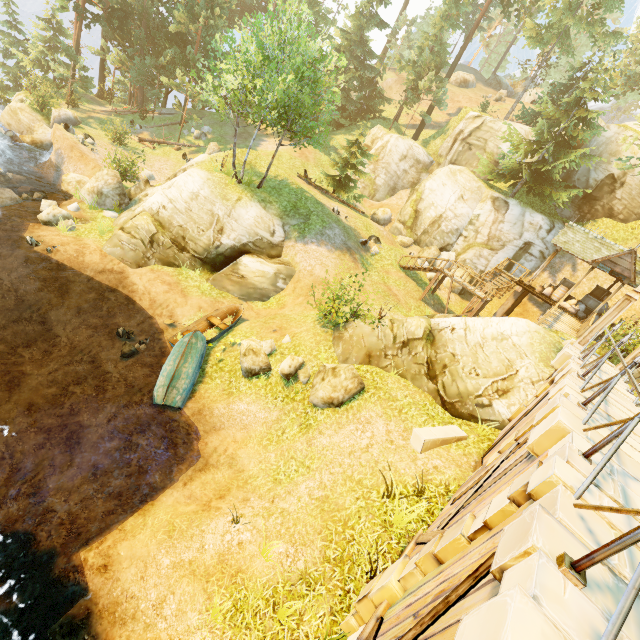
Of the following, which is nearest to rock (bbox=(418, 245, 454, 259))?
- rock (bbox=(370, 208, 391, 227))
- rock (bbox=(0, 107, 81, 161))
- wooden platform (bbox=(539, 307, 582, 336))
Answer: wooden platform (bbox=(539, 307, 582, 336))

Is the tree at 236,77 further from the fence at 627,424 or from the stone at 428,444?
the stone at 428,444

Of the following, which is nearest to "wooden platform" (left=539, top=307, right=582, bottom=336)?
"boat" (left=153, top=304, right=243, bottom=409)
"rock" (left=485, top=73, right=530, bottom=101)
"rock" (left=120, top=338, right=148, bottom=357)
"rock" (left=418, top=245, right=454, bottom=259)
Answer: "rock" (left=418, top=245, right=454, bottom=259)

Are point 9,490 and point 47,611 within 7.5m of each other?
yes

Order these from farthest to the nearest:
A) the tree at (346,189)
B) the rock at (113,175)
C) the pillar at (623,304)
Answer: the tree at (346,189), the rock at (113,175), the pillar at (623,304)

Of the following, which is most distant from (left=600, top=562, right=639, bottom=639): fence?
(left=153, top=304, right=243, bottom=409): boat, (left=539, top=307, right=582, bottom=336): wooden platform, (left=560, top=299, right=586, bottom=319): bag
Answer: (left=153, top=304, right=243, bottom=409): boat

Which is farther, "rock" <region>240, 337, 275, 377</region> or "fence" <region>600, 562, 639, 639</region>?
"rock" <region>240, 337, 275, 377</region>

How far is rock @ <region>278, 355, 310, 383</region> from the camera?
12.3 meters
